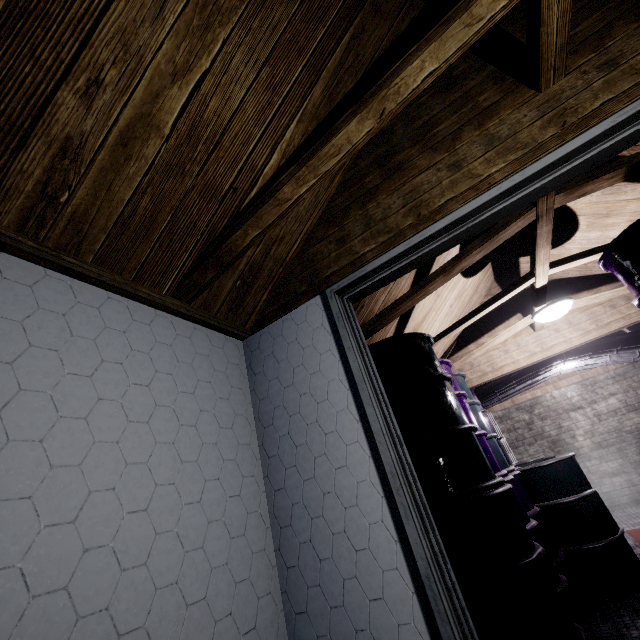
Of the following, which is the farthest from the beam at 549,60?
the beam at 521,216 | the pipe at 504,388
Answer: the pipe at 504,388

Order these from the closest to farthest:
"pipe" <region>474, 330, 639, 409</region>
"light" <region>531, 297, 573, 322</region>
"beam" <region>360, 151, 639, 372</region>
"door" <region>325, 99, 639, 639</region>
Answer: "door" <region>325, 99, 639, 639</region> → "beam" <region>360, 151, 639, 372</region> → "light" <region>531, 297, 573, 322</region> → "pipe" <region>474, 330, 639, 409</region>

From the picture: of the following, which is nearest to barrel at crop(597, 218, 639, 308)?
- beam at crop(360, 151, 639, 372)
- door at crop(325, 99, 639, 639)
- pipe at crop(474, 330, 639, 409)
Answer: beam at crop(360, 151, 639, 372)

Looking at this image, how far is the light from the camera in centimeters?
271cm

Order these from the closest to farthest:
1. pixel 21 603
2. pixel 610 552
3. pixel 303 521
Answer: pixel 21 603 → pixel 303 521 → pixel 610 552

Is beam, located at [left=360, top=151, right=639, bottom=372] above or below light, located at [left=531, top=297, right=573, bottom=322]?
above

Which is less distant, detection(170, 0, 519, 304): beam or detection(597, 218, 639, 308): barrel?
detection(170, 0, 519, 304): beam
